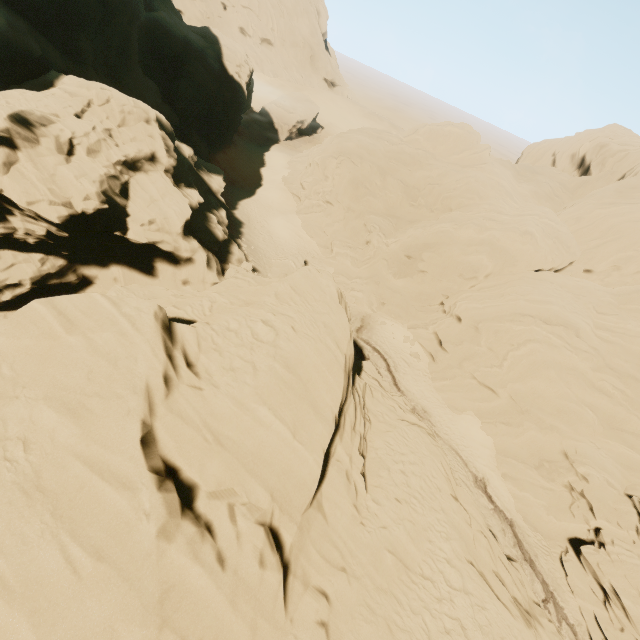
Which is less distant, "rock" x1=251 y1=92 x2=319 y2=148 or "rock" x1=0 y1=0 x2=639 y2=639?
"rock" x1=0 y1=0 x2=639 y2=639

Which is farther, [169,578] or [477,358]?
[477,358]

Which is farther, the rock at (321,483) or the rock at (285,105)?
the rock at (285,105)

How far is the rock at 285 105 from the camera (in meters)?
55.22

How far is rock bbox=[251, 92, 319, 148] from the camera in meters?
55.2 m
